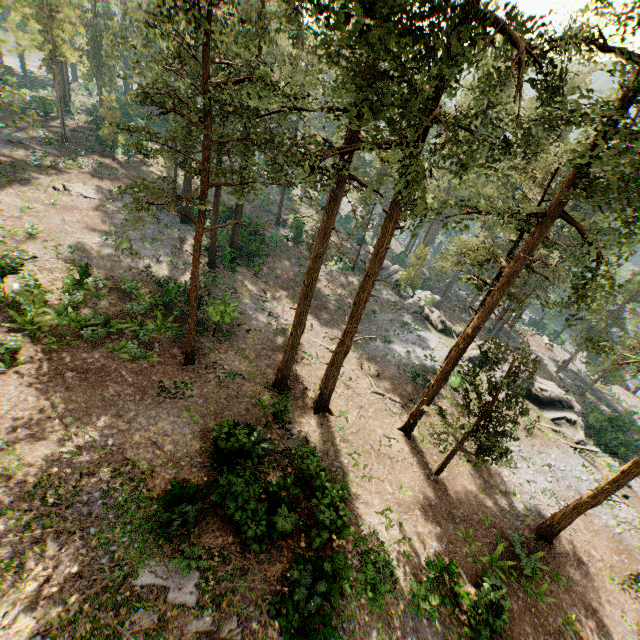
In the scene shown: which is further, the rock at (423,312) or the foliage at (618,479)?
the rock at (423,312)

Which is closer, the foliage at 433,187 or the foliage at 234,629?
the foliage at 433,187

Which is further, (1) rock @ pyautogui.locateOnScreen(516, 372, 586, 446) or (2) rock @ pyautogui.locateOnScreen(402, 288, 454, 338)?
(2) rock @ pyautogui.locateOnScreen(402, 288, 454, 338)

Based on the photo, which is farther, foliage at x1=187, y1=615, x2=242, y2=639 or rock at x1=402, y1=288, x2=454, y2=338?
rock at x1=402, y1=288, x2=454, y2=338

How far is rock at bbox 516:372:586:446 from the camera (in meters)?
27.58

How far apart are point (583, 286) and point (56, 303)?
26.87m

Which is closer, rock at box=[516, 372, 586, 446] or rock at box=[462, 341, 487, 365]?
rock at box=[516, 372, 586, 446]

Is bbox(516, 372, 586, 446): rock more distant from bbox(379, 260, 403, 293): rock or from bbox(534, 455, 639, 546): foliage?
bbox(534, 455, 639, 546): foliage
